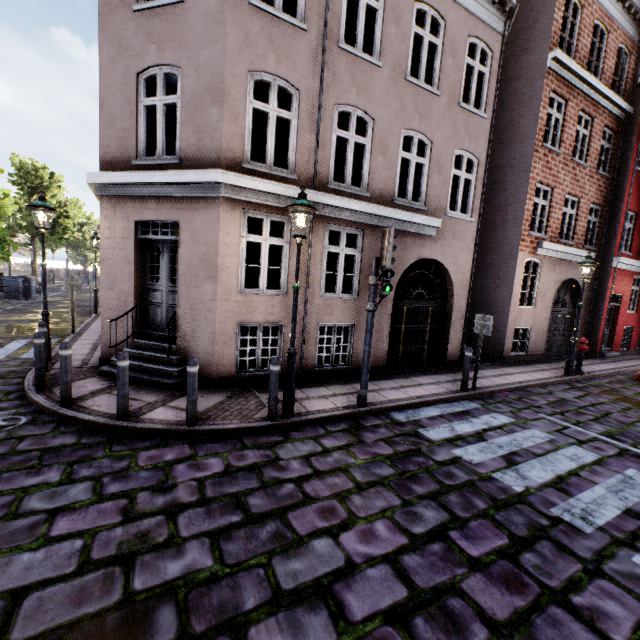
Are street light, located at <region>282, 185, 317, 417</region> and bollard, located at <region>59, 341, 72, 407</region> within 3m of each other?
no

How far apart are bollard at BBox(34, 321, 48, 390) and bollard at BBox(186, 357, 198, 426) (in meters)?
3.26

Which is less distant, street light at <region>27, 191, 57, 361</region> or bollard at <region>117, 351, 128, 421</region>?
bollard at <region>117, 351, 128, 421</region>

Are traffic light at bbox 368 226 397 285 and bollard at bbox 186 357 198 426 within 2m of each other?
no

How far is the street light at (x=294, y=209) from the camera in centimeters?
523cm

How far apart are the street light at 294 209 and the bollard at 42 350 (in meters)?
4.64

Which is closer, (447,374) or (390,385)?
(390,385)

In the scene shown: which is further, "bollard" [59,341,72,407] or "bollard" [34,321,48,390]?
"bollard" [34,321,48,390]
